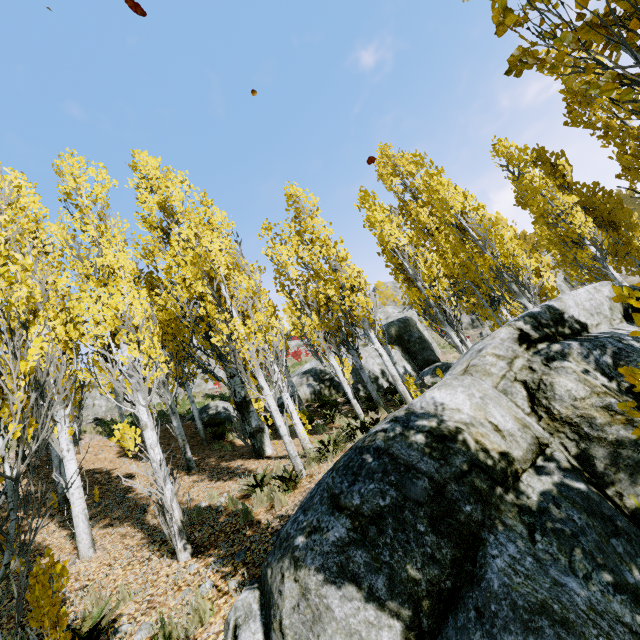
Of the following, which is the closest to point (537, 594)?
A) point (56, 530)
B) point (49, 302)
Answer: point (49, 302)

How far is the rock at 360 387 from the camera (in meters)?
18.84

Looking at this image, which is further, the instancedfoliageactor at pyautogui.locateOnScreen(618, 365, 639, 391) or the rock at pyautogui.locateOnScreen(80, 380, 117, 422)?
the rock at pyautogui.locateOnScreen(80, 380, 117, 422)

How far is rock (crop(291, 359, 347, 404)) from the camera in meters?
19.1

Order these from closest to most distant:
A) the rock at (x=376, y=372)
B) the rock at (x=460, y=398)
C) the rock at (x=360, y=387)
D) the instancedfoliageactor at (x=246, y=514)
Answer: the rock at (x=460, y=398) < the instancedfoliageactor at (x=246, y=514) < the rock at (x=360, y=387) < the rock at (x=376, y=372)

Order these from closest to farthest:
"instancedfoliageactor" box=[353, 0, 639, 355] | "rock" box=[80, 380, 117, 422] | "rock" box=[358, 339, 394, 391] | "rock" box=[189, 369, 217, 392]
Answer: "instancedfoliageactor" box=[353, 0, 639, 355] → "rock" box=[358, 339, 394, 391] → "rock" box=[80, 380, 117, 422] → "rock" box=[189, 369, 217, 392]

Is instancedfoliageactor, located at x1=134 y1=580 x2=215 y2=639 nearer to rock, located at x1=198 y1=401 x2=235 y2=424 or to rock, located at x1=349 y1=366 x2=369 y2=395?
rock, located at x1=349 y1=366 x2=369 y2=395

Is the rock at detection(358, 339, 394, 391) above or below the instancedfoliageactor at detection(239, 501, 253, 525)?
above
